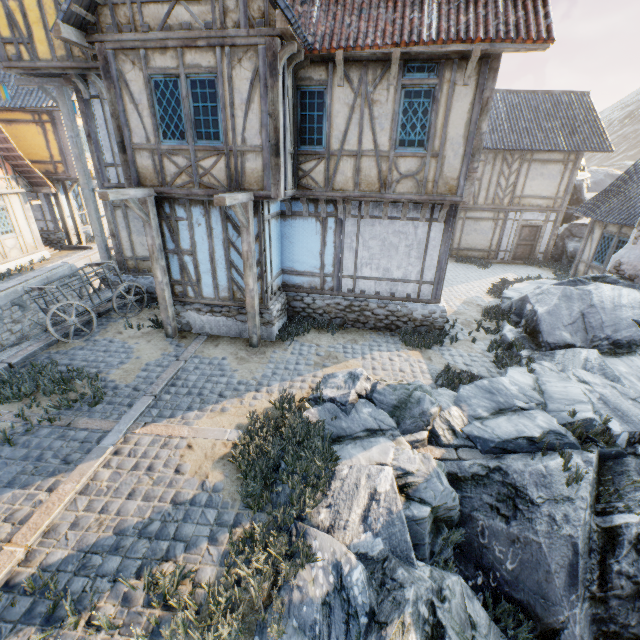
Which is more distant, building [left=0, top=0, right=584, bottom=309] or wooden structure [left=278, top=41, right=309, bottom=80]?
building [left=0, top=0, right=584, bottom=309]

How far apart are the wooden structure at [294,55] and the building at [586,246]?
13.4 meters

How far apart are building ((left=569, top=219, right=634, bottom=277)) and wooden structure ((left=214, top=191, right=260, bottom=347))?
14.1 meters

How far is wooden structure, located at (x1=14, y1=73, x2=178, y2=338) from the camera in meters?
7.9 m

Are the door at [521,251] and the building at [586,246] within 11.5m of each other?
yes

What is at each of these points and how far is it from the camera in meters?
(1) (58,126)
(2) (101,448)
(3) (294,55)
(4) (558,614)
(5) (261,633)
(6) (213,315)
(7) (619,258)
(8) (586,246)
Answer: (1) building, 16.0
(2) stone blocks, 5.7
(3) wooden structure, 6.9
(4) rock, 4.5
(5) rock, 3.5
(6) stone foundation, 9.5
(7) chimney, 11.3
(8) building, 15.0

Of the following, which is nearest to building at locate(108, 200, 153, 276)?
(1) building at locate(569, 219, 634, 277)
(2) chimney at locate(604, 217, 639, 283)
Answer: (2) chimney at locate(604, 217, 639, 283)

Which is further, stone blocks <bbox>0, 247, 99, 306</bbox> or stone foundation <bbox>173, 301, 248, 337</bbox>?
stone blocks <bbox>0, 247, 99, 306</bbox>
